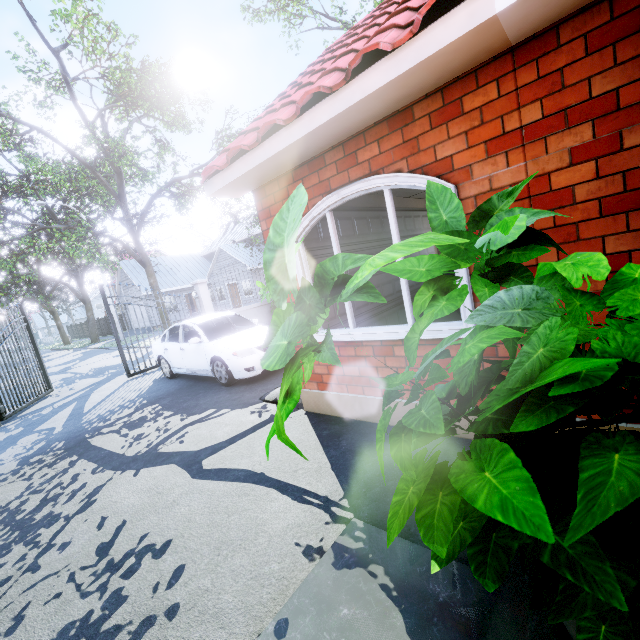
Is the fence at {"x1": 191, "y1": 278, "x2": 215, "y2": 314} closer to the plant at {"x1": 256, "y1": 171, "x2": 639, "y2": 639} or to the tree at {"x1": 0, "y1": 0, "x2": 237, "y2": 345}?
the tree at {"x1": 0, "y1": 0, "x2": 237, "y2": 345}

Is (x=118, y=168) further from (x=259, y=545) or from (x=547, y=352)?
(x=547, y=352)

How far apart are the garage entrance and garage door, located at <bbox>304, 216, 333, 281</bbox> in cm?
2

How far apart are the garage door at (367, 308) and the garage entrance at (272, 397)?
0.0m

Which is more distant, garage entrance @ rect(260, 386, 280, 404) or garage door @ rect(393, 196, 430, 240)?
garage door @ rect(393, 196, 430, 240)

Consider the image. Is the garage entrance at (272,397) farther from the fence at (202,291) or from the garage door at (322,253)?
the fence at (202,291)

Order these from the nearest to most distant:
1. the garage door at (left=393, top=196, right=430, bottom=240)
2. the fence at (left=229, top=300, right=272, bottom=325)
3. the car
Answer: the car, the garage door at (left=393, top=196, right=430, bottom=240), the fence at (left=229, top=300, right=272, bottom=325)
